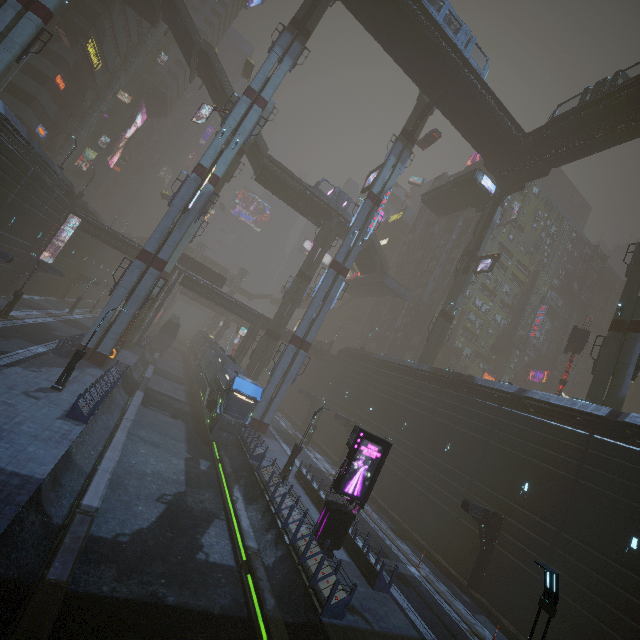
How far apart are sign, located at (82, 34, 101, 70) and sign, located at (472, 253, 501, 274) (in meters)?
55.85

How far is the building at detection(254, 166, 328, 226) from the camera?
44.2 meters

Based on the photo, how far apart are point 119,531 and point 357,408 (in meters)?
30.91

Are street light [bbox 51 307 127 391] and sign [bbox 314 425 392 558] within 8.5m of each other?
no

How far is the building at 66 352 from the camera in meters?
23.7 m

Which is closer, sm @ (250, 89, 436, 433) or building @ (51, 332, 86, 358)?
building @ (51, 332, 86, 358)

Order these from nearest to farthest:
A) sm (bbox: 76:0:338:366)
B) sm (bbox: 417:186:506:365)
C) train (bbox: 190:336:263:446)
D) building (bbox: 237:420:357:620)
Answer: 1. building (bbox: 237:420:357:620)
2. train (bbox: 190:336:263:446)
3. sm (bbox: 76:0:338:366)
4. sm (bbox: 417:186:506:365)

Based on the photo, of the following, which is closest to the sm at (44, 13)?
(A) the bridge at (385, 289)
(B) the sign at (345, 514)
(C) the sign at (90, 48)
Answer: (C) the sign at (90, 48)
